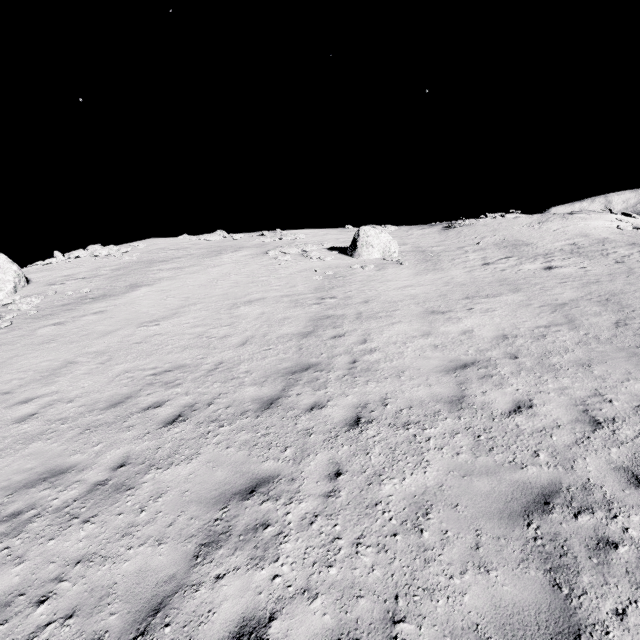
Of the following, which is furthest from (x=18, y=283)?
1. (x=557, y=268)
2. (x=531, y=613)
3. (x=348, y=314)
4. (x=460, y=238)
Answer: (x=460, y=238)

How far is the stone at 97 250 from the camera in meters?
26.6 m

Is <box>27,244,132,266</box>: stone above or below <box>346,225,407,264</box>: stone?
above

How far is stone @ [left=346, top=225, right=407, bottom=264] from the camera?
21.8 meters

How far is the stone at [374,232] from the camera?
21.84m

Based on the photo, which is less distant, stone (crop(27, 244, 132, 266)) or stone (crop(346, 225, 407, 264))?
stone (crop(346, 225, 407, 264))

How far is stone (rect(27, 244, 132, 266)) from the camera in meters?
26.6 m
